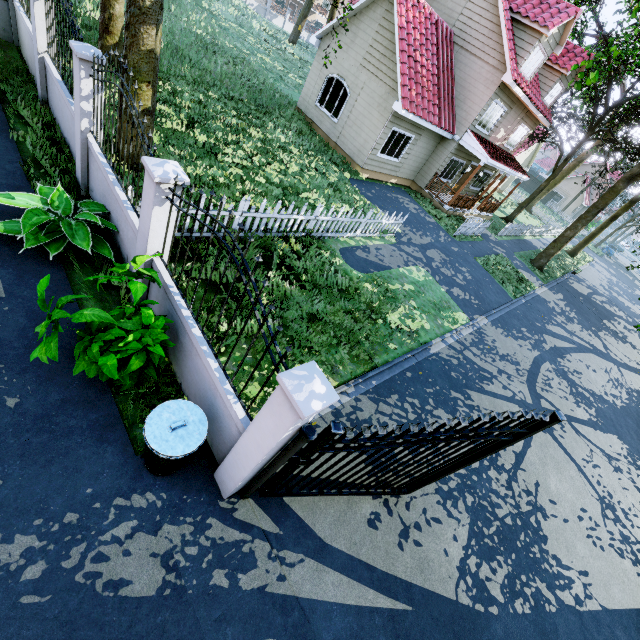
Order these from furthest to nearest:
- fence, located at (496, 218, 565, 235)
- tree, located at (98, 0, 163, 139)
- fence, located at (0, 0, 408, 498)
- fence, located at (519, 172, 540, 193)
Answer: fence, located at (519, 172, 540, 193) → fence, located at (496, 218, 565, 235) → tree, located at (98, 0, 163, 139) → fence, located at (0, 0, 408, 498)

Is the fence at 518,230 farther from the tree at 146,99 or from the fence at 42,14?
the fence at 42,14

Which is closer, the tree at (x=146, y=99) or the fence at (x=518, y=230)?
the tree at (x=146, y=99)

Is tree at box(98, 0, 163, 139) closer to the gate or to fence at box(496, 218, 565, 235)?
fence at box(496, 218, 565, 235)

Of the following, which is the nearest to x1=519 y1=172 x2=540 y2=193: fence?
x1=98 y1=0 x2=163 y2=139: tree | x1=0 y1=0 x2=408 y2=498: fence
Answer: x1=98 y1=0 x2=163 y2=139: tree

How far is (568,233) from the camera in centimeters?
1972cm

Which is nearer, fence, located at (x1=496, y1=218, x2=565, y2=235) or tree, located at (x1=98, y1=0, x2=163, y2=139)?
tree, located at (x1=98, y1=0, x2=163, y2=139)

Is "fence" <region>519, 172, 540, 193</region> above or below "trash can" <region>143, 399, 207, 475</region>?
above
